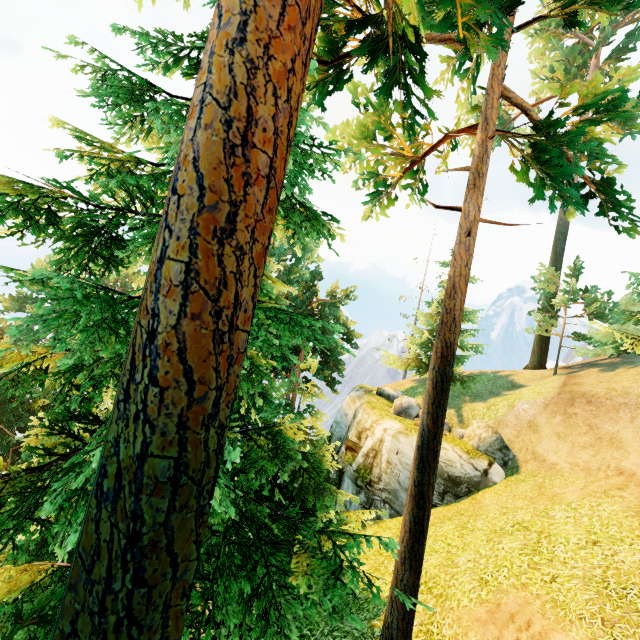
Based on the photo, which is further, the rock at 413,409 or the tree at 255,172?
the rock at 413,409

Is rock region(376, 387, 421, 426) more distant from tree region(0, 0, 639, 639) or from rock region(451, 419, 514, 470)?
tree region(0, 0, 639, 639)

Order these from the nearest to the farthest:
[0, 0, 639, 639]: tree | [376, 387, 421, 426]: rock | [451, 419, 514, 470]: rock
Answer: [0, 0, 639, 639]: tree → [451, 419, 514, 470]: rock → [376, 387, 421, 426]: rock

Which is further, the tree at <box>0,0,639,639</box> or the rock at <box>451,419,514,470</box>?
the rock at <box>451,419,514,470</box>

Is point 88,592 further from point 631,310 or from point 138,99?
point 631,310

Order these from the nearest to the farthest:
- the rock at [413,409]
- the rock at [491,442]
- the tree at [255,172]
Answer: the tree at [255,172], the rock at [491,442], the rock at [413,409]
